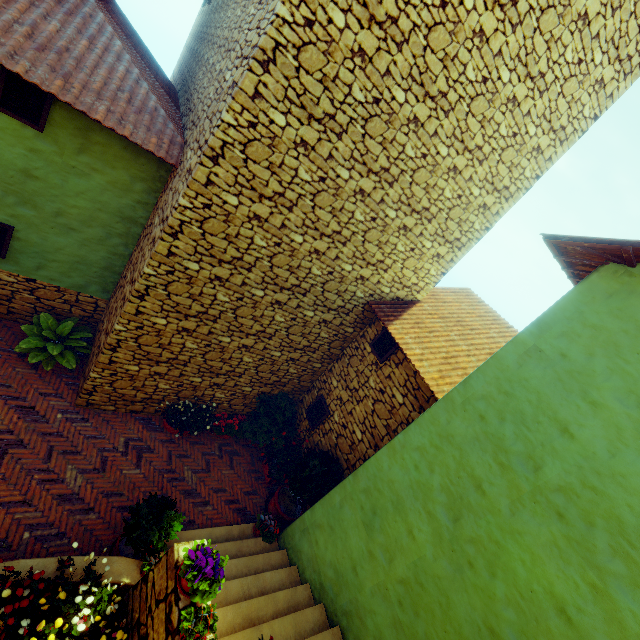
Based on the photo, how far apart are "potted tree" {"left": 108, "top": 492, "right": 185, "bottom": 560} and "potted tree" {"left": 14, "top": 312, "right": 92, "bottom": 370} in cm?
308

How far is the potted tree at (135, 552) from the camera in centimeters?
449cm

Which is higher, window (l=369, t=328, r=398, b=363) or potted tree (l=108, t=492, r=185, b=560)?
window (l=369, t=328, r=398, b=363)

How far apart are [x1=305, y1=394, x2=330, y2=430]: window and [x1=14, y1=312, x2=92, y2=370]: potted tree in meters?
5.0 m

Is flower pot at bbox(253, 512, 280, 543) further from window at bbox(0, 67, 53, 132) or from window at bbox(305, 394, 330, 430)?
window at bbox(0, 67, 53, 132)

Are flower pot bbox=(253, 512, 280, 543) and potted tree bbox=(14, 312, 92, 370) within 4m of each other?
no

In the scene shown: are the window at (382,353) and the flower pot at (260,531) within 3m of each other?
no

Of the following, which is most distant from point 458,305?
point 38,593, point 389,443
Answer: point 38,593
